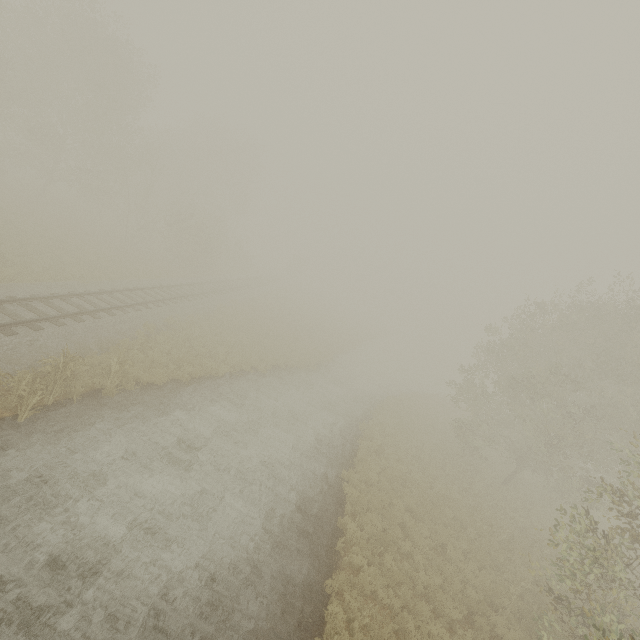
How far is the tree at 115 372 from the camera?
11.8 meters

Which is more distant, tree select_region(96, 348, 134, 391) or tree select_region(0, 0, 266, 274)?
tree select_region(0, 0, 266, 274)

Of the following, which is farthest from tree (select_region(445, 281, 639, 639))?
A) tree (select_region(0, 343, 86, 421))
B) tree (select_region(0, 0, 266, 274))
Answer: tree (select_region(0, 343, 86, 421))

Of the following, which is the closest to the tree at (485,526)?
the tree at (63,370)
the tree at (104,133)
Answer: the tree at (104,133)

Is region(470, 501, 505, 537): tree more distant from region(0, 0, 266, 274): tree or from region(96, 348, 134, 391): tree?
region(96, 348, 134, 391): tree

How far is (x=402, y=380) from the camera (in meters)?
38.44
